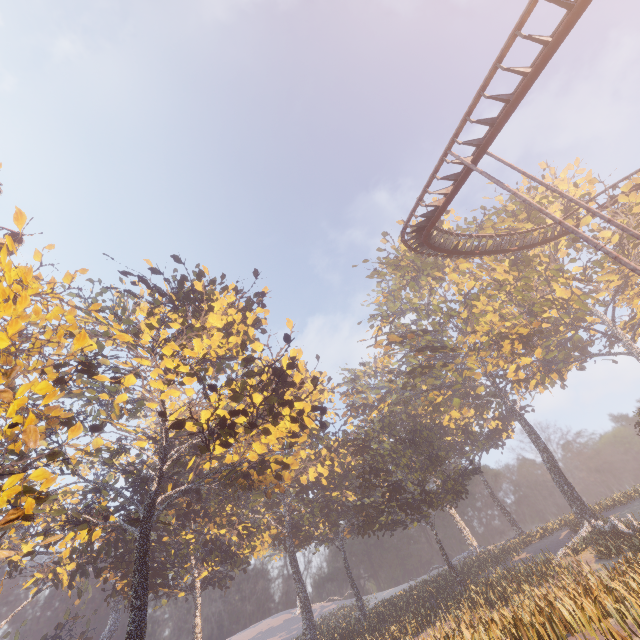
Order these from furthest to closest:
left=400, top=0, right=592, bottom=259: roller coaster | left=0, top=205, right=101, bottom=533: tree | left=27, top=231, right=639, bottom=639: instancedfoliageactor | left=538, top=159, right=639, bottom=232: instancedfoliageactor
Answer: left=538, top=159, right=639, bottom=232: instancedfoliageactor, left=27, top=231, right=639, bottom=639: instancedfoliageactor, left=400, top=0, right=592, bottom=259: roller coaster, left=0, top=205, right=101, bottom=533: tree

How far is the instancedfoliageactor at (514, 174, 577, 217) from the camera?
32.68m

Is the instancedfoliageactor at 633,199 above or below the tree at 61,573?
above

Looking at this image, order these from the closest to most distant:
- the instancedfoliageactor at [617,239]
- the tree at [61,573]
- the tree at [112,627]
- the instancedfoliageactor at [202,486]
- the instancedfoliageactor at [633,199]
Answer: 1. the instancedfoliageactor at [202,486]
2. the instancedfoliageactor at [633,199]
3. the instancedfoliageactor at [617,239]
4. the tree at [61,573]
5. the tree at [112,627]

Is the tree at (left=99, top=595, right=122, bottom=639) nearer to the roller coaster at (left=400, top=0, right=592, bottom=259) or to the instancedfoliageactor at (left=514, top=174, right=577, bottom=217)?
the roller coaster at (left=400, top=0, right=592, bottom=259)

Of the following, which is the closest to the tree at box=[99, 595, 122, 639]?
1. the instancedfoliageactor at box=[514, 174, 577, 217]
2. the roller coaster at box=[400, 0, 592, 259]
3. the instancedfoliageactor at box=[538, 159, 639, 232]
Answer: the roller coaster at box=[400, 0, 592, 259]

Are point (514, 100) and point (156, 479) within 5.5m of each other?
no

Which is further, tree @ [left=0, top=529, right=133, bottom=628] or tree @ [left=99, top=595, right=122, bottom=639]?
tree @ [left=99, top=595, right=122, bottom=639]
